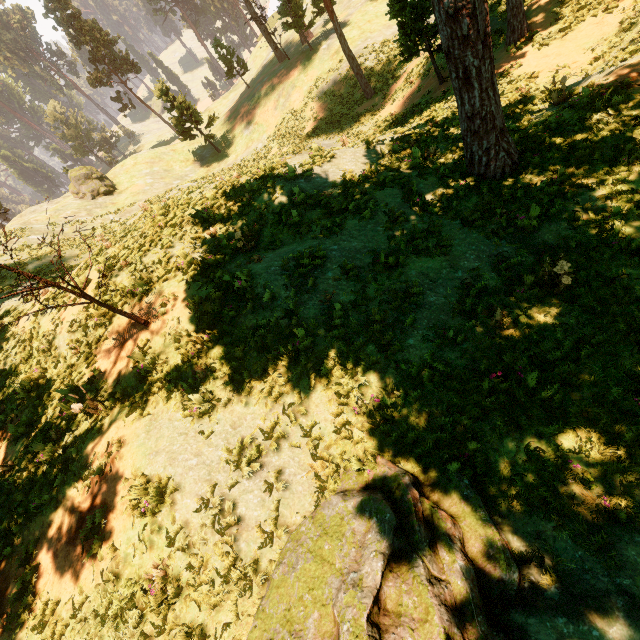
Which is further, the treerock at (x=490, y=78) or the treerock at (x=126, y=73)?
the treerock at (x=126, y=73)

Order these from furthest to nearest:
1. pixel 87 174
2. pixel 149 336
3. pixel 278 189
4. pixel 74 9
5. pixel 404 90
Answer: pixel 74 9 < pixel 87 174 < pixel 404 90 < pixel 278 189 < pixel 149 336

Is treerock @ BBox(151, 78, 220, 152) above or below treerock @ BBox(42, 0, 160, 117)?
below

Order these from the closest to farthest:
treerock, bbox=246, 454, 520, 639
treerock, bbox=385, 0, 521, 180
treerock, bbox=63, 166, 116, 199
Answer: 1. treerock, bbox=246, 454, 520, 639
2. treerock, bbox=385, 0, 521, 180
3. treerock, bbox=63, 166, 116, 199

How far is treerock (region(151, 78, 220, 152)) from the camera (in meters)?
33.25

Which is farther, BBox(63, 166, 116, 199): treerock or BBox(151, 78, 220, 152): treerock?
BBox(63, 166, 116, 199): treerock

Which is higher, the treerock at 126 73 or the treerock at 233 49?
the treerock at 126 73
